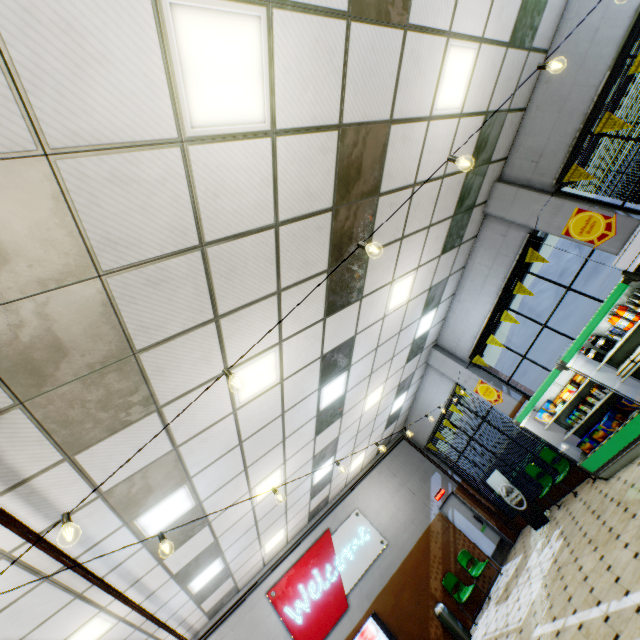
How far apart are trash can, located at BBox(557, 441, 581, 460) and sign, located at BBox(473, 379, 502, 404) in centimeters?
157cm

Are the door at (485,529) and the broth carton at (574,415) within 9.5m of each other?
yes

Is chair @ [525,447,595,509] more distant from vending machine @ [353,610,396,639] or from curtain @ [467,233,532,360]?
vending machine @ [353,610,396,639]

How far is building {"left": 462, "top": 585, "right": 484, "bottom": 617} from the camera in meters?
9.2

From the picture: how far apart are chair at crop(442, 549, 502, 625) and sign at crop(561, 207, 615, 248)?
9.3m

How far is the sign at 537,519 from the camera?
9.2m

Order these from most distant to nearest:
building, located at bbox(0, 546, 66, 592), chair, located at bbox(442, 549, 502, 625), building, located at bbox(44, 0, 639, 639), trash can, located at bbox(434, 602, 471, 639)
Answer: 1. chair, located at bbox(442, 549, 502, 625)
2. trash can, located at bbox(434, 602, 471, 639)
3. building, located at bbox(44, 0, 639, 639)
4. building, located at bbox(0, 546, 66, 592)

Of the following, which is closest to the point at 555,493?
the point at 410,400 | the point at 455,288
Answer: the point at 410,400
